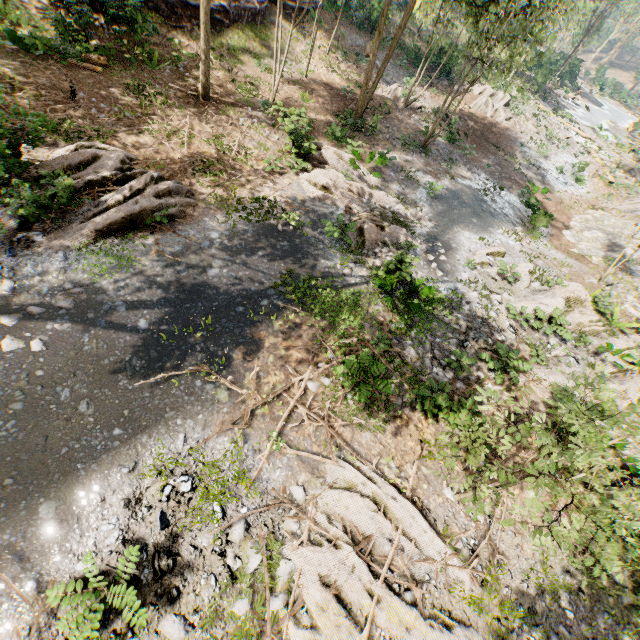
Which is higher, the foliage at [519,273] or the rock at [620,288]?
the rock at [620,288]

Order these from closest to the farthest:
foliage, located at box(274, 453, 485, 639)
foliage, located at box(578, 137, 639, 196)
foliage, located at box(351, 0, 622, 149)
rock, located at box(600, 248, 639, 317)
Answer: foliage, located at box(274, 453, 485, 639)
foliage, located at box(351, 0, 622, 149)
rock, located at box(600, 248, 639, 317)
foliage, located at box(578, 137, 639, 196)

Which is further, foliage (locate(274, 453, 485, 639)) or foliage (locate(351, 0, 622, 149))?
foliage (locate(351, 0, 622, 149))

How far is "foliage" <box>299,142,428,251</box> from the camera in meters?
13.2

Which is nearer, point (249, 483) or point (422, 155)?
point (249, 483)

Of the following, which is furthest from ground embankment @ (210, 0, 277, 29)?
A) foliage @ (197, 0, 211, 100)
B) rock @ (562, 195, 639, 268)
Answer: rock @ (562, 195, 639, 268)

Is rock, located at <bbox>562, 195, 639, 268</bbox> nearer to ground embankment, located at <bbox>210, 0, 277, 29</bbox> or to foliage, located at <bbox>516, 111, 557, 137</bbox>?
foliage, located at <bbox>516, 111, 557, 137</bbox>

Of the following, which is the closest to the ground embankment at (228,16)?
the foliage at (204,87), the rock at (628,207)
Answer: the foliage at (204,87)
